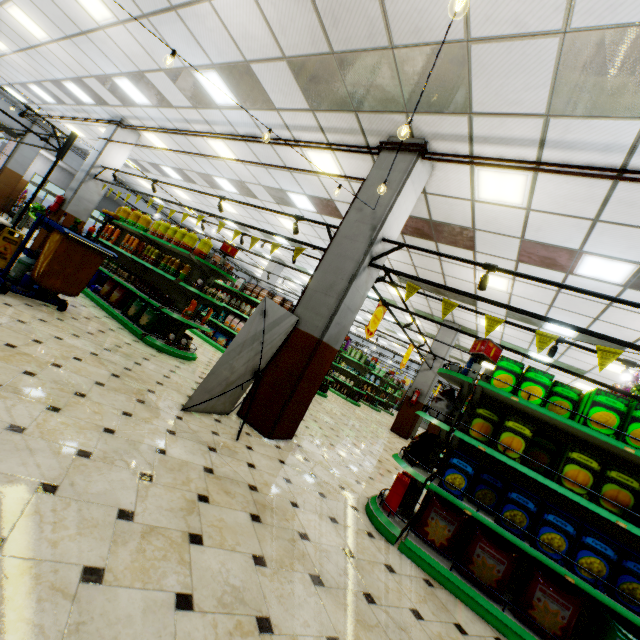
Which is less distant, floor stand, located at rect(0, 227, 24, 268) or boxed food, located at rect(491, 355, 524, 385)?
boxed food, located at rect(491, 355, 524, 385)

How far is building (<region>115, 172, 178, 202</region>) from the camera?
16.72m

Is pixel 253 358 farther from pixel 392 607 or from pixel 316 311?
pixel 392 607

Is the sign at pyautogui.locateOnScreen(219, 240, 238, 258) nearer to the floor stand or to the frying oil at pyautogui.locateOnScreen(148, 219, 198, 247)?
the frying oil at pyautogui.locateOnScreen(148, 219, 198, 247)

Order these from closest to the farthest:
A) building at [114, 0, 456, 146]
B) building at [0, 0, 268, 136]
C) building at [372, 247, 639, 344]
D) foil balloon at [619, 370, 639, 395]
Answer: building at [114, 0, 456, 146]
foil balloon at [619, 370, 639, 395]
building at [0, 0, 268, 136]
building at [372, 247, 639, 344]

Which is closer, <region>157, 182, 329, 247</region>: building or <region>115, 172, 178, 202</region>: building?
<region>157, 182, 329, 247</region>: building

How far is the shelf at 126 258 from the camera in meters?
6.2

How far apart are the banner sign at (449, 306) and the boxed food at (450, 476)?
1.4m
